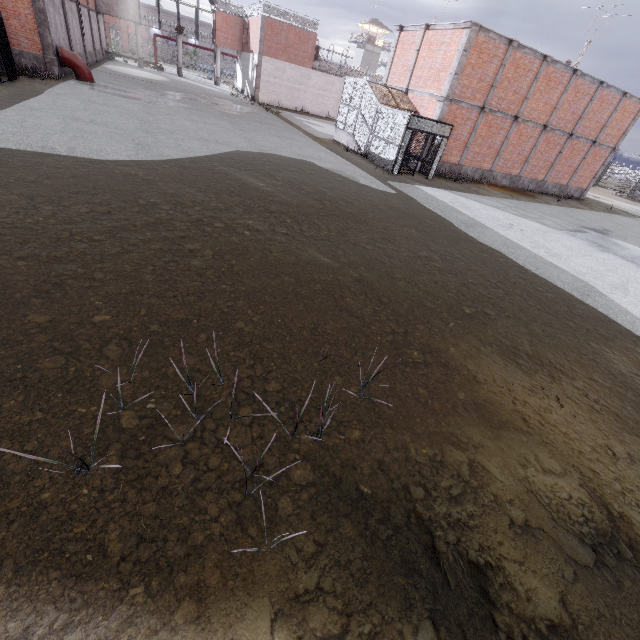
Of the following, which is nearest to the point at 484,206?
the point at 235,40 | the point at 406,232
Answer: the point at 406,232

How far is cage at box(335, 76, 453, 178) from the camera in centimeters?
1714cm

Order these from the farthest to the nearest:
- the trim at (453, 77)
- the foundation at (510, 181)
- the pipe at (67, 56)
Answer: the foundation at (510, 181) < the pipe at (67, 56) < the trim at (453, 77)

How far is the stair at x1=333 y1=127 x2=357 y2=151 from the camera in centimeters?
2141cm

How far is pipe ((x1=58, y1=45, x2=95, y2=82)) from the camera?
19.20m

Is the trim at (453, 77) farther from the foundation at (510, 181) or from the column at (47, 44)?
the column at (47, 44)

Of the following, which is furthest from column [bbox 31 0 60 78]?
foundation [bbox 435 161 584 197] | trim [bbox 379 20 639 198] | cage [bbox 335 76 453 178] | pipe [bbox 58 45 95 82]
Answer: foundation [bbox 435 161 584 197]

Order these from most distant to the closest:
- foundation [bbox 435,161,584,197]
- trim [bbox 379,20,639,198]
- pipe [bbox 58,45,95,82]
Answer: foundation [bbox 435,161,584,197]
pipe [bbox 58,45,95,82]
trim [bbox 379,20,639,198]
